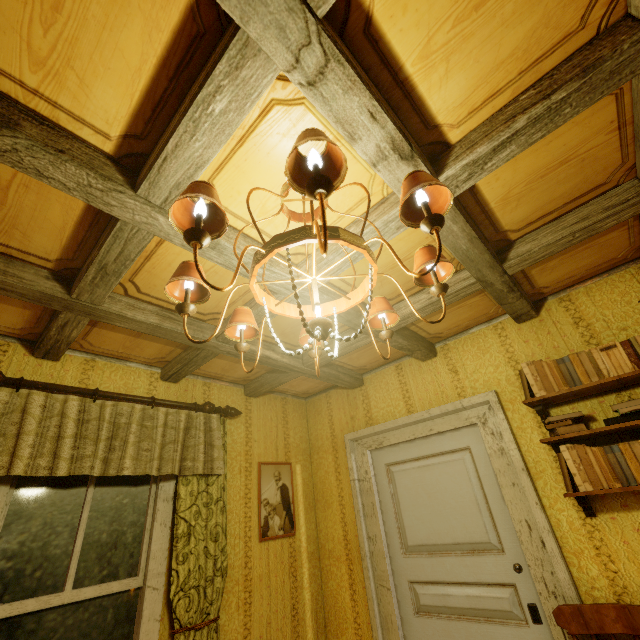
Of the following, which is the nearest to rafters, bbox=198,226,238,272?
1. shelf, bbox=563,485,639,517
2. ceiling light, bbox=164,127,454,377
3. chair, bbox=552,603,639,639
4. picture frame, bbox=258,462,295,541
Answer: ceiling light, bbox=164,127,454,377

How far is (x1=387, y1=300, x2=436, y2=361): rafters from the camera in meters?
2.3 m

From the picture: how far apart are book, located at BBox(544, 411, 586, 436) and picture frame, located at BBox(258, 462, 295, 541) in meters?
2.3 m

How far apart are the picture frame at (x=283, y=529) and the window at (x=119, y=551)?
0.9 meters

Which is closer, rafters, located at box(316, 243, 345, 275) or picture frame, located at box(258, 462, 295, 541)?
rafters, located at box(316, 243, 345, 275)

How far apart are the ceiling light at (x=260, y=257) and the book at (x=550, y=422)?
1.37m

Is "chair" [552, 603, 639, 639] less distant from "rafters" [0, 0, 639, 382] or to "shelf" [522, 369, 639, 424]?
"shelf" [522, 369, 639, 424]

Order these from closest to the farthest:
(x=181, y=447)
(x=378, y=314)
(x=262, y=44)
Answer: (x=262, y=44) → (x=378, y=314) → (x=181, y=447)
